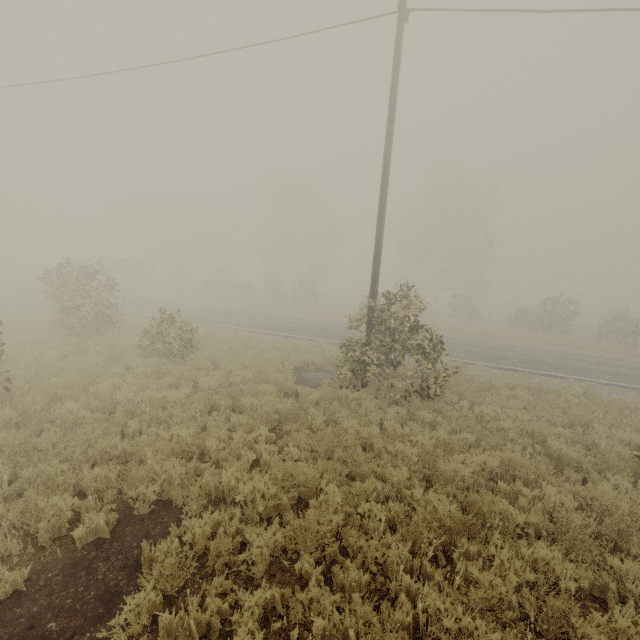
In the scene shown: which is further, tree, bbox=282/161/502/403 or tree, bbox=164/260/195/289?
tree, bbox=164/260/195/289

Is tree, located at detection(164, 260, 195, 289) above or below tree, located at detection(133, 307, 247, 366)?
above

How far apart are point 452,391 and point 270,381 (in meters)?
6.34

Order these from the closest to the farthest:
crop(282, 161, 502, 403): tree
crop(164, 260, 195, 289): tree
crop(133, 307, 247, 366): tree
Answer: crop(282, 161, 502, 403): tree, crop(133, 307, 247, 366): tree, crop(164, 260, 195, 289): tree

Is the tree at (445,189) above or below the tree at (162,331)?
above

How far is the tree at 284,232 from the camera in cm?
3266

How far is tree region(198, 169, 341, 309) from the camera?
32.7m
